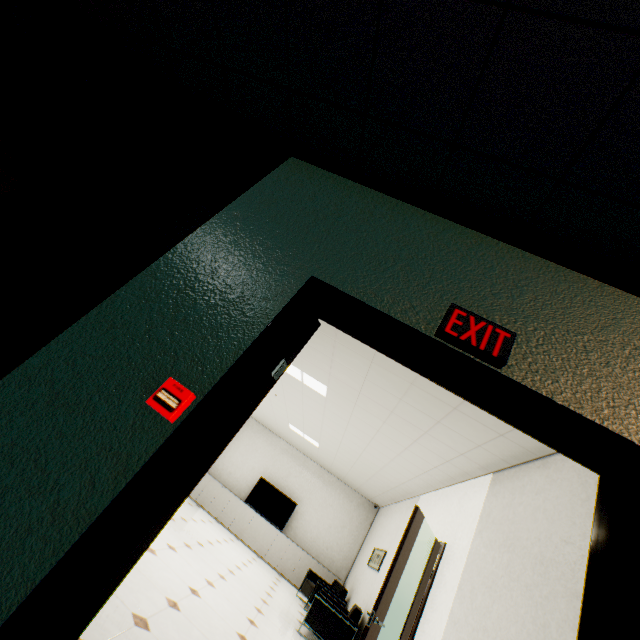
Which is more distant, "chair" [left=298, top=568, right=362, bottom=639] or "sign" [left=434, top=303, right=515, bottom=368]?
"chair" [left=298, top=568, right=362, bottom=639]

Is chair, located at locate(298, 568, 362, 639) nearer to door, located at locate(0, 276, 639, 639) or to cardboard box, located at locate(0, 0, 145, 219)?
door, located at locate(0, 276, 639, 639)

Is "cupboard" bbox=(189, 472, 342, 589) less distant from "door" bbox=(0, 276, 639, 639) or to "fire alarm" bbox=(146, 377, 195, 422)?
"door" bbox=(0, 276, 639, 639)

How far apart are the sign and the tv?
10.2m

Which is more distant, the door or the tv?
the tv

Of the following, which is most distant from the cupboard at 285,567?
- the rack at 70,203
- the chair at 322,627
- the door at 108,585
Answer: the rack at 70,203

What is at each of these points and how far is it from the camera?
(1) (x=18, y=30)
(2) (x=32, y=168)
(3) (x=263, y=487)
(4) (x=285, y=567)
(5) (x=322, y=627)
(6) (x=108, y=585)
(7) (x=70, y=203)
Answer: (1) cardboard box, 1.12m
(2) cardboard box, 1.32m
(3) tv, 10.15m
(4) cupboard, 8.88m
(5) chair, 5.28m
(6) door, 1.11m
(7) rack, 1.68m

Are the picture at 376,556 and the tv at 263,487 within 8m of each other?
yes
